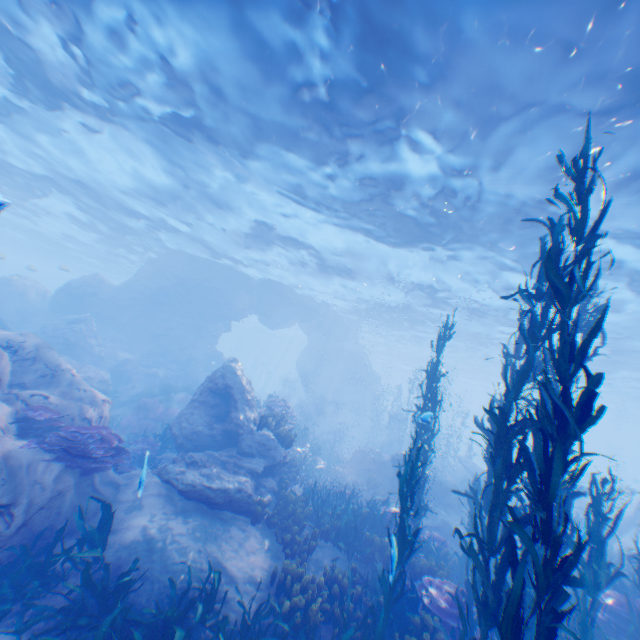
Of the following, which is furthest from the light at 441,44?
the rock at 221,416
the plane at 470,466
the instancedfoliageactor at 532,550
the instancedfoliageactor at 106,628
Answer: the instancedfoliageactor at 106,628

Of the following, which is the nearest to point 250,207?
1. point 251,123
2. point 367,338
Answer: point 251,123

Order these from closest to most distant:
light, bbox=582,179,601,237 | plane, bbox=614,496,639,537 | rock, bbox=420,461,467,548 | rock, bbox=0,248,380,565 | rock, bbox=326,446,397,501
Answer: rock, bbox=0,248,380,565 < light, bbox=582,179,601,237 < rock, bbox=420,461,467,548 < rock, bbox=326,446,397,501 < plane, bbox=614,496,639,537

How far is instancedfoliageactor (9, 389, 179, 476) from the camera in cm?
726

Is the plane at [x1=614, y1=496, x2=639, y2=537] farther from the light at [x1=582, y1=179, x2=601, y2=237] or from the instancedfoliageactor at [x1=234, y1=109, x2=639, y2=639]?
the light at [x1=582, y1=179, x2=601, y2=237]

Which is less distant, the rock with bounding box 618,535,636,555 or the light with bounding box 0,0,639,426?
the light with bounding box 0,0,639,426

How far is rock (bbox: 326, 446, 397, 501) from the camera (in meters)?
15.67

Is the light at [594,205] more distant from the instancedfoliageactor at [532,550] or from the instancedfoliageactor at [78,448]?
the instancedfoliageactor at [78,448]
